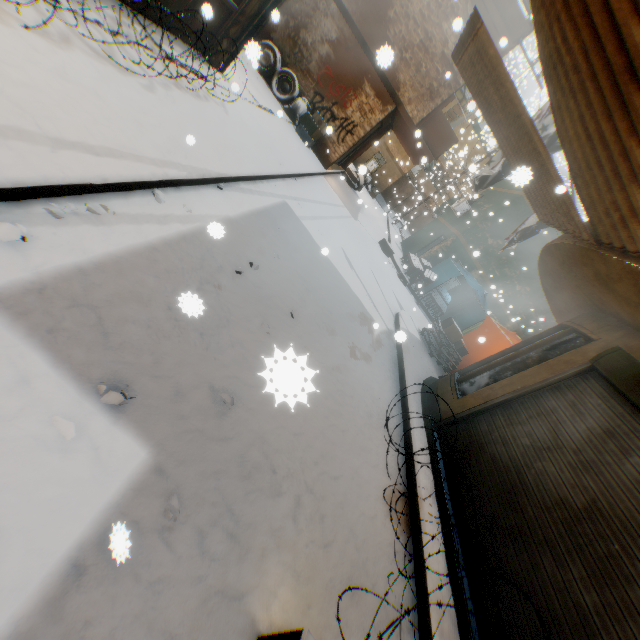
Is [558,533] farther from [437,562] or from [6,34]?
[6,34]

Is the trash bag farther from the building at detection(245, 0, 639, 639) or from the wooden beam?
the wooden beam

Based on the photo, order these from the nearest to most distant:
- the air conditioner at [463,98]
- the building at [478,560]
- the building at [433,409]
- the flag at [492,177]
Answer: the building at [478,560]
the building at [433,409]
the flag at [492,177]
the air conditioner at [463,98]

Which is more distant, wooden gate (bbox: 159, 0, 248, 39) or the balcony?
the balcony

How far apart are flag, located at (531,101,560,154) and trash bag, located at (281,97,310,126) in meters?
6.8 m

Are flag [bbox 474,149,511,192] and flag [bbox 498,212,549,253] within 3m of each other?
yes

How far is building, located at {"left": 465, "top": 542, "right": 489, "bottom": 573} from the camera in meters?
3.7 m

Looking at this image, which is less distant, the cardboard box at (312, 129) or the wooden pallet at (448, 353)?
the wooden pallet at (448, 353)
